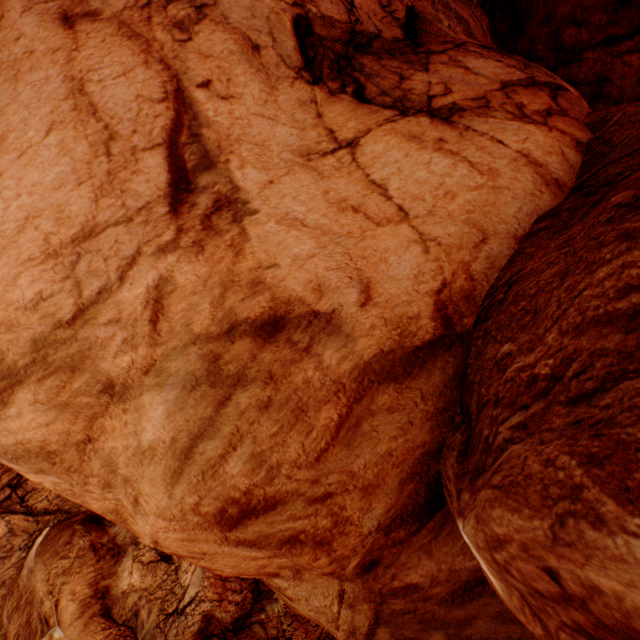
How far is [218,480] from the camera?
4.4m
